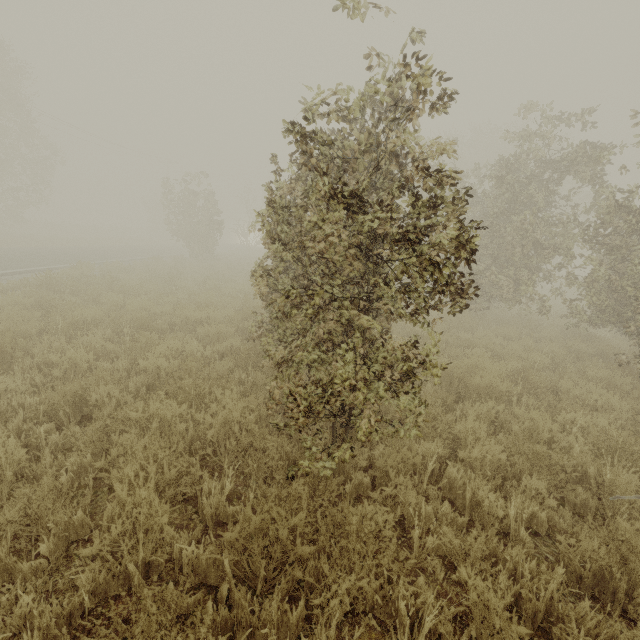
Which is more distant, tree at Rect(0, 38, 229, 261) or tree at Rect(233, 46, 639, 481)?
tree at Rect(0, 38, 229, 261)

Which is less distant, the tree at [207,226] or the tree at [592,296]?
the tree at [592,296]

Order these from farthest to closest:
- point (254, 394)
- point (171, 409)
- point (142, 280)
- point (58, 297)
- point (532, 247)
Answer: point (142, 280)
point (532, 247)
point (58, 297)
point (254, 394)
point (171, 409)
